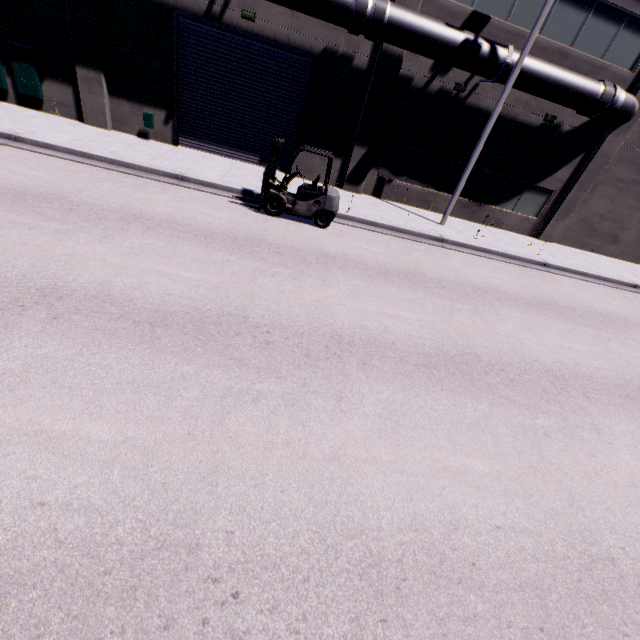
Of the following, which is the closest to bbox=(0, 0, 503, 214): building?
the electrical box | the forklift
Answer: the electrical box

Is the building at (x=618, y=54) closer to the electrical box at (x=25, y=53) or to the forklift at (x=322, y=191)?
the electrical box at (x=25, y=53)

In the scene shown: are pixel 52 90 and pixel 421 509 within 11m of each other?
no

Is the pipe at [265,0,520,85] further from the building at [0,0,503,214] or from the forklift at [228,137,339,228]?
the forklift at [228,137,339,228]

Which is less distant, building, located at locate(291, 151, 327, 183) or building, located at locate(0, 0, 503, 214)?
building, located at locate(0, 0, 503, 214)

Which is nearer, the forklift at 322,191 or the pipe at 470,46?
the forklift at 322,191

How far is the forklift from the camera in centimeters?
995cm
